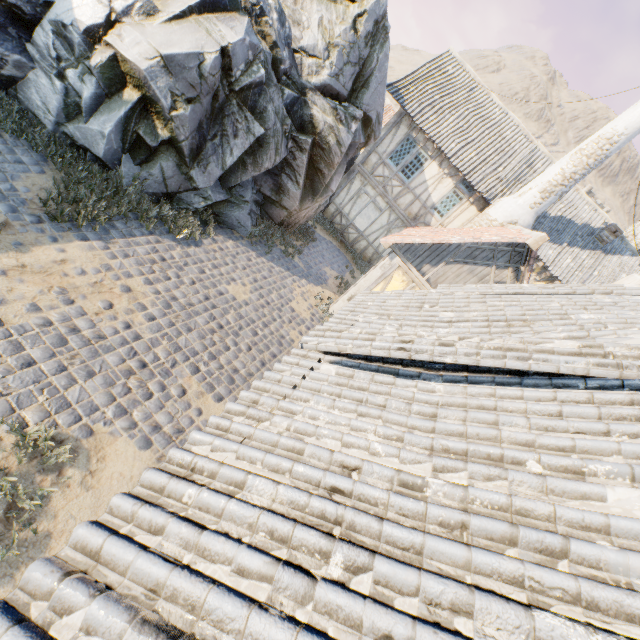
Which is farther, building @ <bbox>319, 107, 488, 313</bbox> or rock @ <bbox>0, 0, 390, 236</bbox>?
building @ <bbox>319, 107, 488, 313</bbox>

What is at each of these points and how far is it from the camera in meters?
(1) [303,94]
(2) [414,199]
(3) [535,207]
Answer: (1) rock, 9.7 m
(2) building, 14.5 m
(3) chimney, 12.0 m

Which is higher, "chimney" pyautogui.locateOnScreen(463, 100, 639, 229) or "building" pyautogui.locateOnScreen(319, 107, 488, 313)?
"chimney" pyautogui.locateOnScreen(463, 100, 639, 229)

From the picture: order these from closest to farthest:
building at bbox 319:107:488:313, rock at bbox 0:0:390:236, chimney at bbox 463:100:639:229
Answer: rock at bbox 0:0:390:236 → building at bbox 319:107:488:313 → chimney at bbox 463:100:639:229

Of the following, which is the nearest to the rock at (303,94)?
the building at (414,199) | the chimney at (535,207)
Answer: the chimney at (535,207)

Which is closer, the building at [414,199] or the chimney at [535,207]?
the building at [414,199]

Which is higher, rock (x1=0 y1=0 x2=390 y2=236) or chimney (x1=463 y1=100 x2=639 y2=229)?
chimney (x1=463 y1=100 x2=639 y2=229)

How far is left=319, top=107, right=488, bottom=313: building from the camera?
9.9 meters
